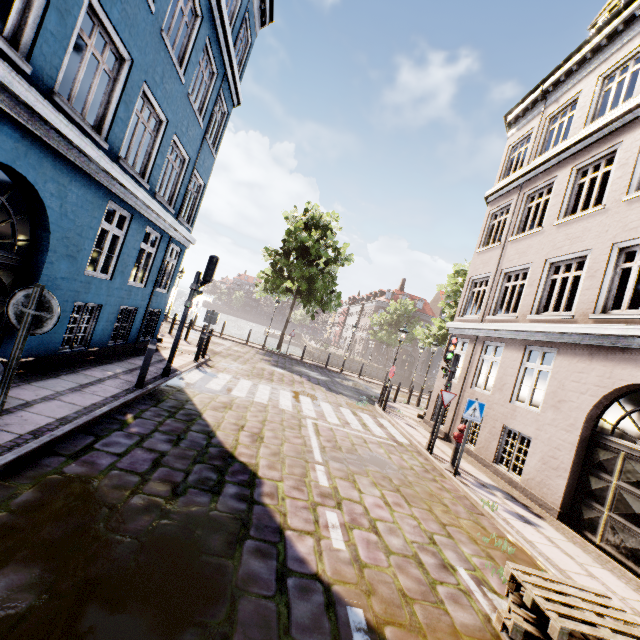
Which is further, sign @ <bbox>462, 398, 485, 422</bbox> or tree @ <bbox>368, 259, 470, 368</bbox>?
tree @ <bbox>368, 259, 470, 368</bbox>

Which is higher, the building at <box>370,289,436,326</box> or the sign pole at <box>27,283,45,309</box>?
the building at <box>370,289,436,326</box>

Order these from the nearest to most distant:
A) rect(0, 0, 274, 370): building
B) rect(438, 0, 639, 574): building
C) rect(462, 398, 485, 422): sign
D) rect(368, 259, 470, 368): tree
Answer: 1. rect(0, 0, 274, 370): building
2. rect(438, 0, 639, 574): building
3. rect(462, 398, 485, 422): sign
4. rect(368, 259, 470, 368): tree

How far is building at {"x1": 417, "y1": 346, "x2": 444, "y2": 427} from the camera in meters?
13.3

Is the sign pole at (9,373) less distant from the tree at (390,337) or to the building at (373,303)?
the tree at (390,337)

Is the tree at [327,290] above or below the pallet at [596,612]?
above

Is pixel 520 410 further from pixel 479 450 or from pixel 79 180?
pixel 79 180

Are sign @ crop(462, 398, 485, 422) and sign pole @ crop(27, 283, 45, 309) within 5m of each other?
no
